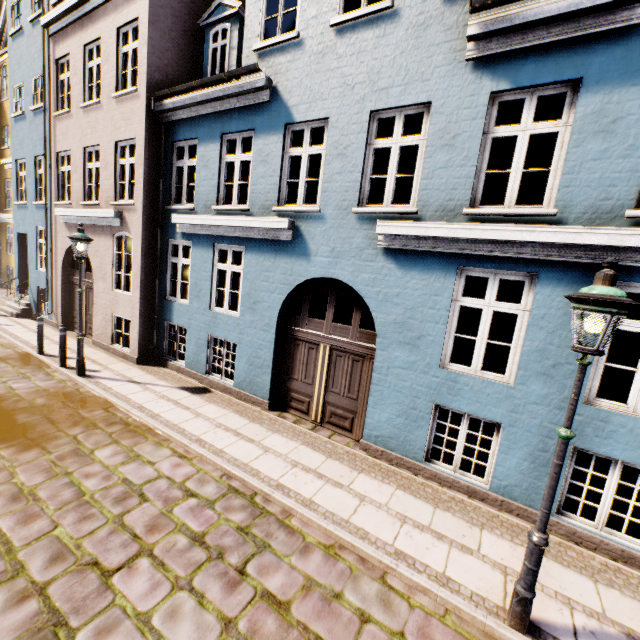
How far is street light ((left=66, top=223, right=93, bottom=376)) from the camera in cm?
779

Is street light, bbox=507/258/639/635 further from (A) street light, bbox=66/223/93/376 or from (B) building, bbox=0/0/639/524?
(A) street light, bbox=66/223/93/376

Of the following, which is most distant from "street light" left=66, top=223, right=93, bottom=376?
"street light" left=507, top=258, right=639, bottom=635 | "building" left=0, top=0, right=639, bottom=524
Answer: "street light" left=507, top=258, right=639, bottom=635

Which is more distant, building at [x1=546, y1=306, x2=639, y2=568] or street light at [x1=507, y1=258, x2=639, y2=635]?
building at [x1=546, y1=306, x2=639, y2=568]

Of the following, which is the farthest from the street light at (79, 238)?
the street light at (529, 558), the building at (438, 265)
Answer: the street light at (529, 558)

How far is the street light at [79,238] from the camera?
7.8 meters

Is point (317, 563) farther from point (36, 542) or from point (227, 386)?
point (227, 386)
